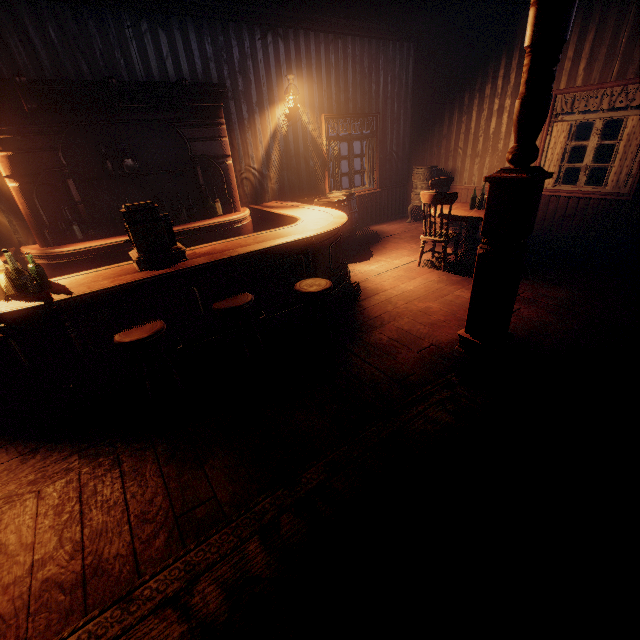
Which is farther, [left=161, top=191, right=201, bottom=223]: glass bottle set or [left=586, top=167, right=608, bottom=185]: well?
[left=586, top=167, right=608, bottom=185]: well

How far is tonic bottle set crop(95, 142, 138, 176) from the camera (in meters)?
4.54

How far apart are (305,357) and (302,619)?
2.2 meters

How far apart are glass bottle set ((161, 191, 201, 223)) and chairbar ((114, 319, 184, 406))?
2.91m

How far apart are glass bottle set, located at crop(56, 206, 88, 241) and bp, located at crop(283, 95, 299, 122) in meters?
4.0 m

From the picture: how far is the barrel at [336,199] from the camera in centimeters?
586cm

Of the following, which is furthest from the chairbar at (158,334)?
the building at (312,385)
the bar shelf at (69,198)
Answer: the bar shelf at (69,198)

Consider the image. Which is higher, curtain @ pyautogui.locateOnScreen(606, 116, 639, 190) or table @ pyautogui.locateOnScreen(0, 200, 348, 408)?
curtain @ pyautogui.locateOnScreen(606, 116, 639, 190)
